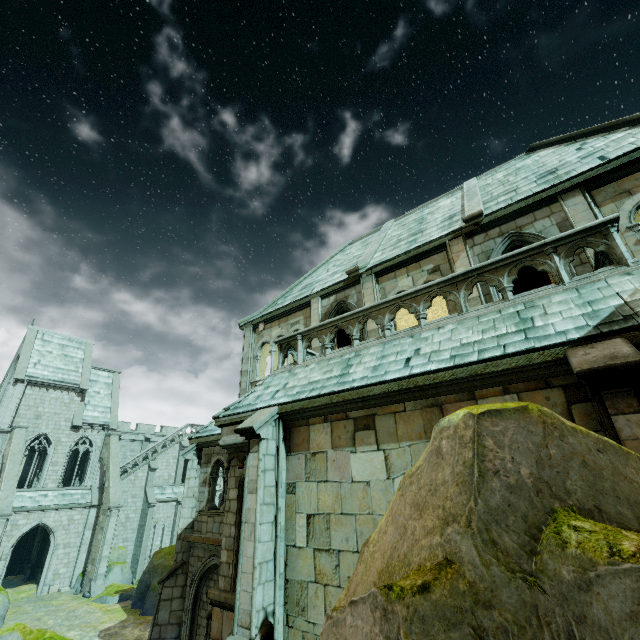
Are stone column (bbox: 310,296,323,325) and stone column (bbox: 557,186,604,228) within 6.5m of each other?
no

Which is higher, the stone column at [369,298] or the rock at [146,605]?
the stone column at [369,298]

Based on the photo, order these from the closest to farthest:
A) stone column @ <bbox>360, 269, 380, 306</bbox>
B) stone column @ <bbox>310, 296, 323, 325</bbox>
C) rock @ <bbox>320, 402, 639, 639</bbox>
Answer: rock @ <bbox>320, 402, 639, 639</bbox>
stone column @ <bbox>360, 269, 380, 306</bbox>
stone column @ <bbox>310, 296, 323, 325</bbox>

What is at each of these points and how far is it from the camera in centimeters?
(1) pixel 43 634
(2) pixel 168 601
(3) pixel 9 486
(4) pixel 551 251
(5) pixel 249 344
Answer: (1) rock, 1422cm
(2) stone column, 1134cm
(3) buttress, 2234cm
(4) stone column, 667cm
(5) stone column, 1564cm

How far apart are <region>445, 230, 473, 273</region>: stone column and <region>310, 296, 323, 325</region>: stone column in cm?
518

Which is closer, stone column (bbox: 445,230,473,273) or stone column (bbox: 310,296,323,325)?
stone column (bbox: 445,230,473,273)

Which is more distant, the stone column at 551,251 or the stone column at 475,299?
the stone column at 475,299

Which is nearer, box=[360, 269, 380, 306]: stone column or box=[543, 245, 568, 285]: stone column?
box=[543, 245, 568, 285]: stone column
